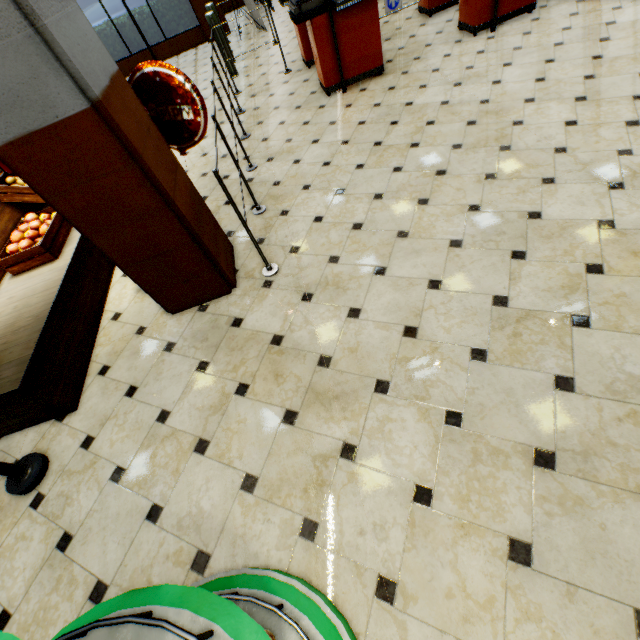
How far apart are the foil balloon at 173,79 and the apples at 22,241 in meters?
0.7 m

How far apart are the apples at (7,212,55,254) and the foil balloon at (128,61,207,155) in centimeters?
71cm

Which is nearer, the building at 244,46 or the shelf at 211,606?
the shelf at 211,606

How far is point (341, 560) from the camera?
1.6 meters

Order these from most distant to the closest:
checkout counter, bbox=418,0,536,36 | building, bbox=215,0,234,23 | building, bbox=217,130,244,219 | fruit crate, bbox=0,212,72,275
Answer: building, bbox=215,0,234,23 < checkout counter, bbox=418,0,536,36 < building, bbox=217,130,244,219 < fruit crate, bbox=0,212,72,275

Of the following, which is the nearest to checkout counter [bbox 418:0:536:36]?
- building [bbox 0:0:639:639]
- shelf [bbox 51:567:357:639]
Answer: building [bbox 0:0:639:639]

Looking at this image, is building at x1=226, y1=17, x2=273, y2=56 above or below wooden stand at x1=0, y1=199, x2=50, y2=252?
below

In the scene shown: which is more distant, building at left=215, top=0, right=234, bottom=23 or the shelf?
building at left=215, top=0, right=234, bottom=23
